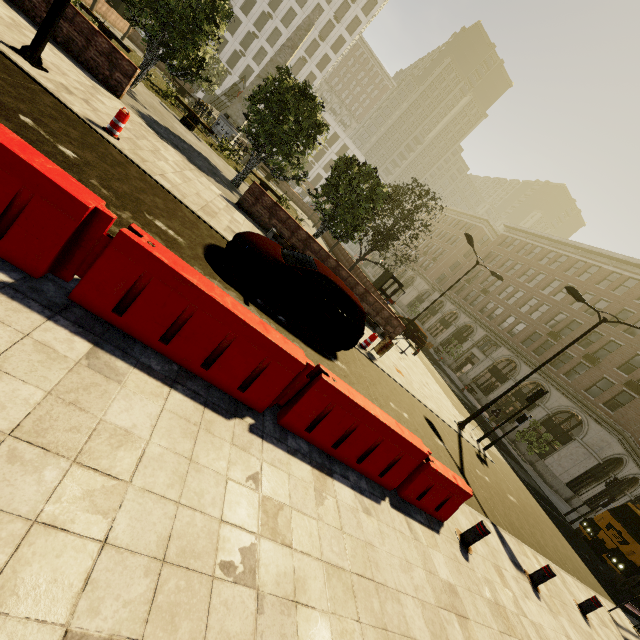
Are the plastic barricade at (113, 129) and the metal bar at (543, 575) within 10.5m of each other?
no

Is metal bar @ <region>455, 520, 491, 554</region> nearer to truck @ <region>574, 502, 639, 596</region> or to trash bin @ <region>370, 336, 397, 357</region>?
trash bin @ <region>370, 336, 397, 357</region>

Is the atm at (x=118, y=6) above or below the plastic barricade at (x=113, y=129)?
above

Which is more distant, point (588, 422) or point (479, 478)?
point (588, 422)

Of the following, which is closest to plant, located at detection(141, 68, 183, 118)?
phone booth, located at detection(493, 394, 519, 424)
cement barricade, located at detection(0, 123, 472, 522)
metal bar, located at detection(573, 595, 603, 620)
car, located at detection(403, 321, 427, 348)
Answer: car, located at detection(403, 321, 427, 348)

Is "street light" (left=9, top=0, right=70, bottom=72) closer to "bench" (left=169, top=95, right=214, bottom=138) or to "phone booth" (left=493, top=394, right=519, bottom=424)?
"bench" (left=169, top=95, right=214, bottom=138)

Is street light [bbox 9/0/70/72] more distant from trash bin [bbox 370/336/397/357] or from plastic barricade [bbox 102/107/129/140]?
trash bin [bbox 370/336/397/357]

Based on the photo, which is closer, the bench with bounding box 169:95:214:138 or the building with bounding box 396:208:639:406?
the bench with bounding box 169:95:214:138
